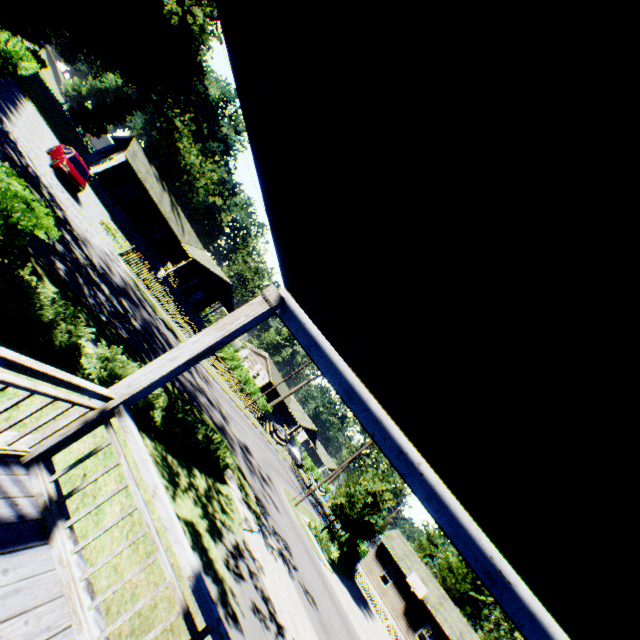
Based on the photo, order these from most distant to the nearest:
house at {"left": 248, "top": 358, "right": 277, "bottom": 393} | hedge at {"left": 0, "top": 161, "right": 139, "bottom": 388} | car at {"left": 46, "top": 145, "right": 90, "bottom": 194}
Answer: house at {"left": 248, "top": 358, "right": 277, "bottom": 393}, car at {"left": 46, "top": 145, "right": 90, "bottom": 194}, hedge at {"left": 0, "top": 161, "right": 139, "bottom": 388}

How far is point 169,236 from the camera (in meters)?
38.00

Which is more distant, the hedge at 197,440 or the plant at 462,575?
the plant at 462,575

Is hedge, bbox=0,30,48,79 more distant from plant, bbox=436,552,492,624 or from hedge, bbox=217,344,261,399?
hedge, bbox=217,344,261,399

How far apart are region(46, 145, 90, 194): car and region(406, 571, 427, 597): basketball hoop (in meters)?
41.46

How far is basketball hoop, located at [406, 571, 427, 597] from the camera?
29.50m

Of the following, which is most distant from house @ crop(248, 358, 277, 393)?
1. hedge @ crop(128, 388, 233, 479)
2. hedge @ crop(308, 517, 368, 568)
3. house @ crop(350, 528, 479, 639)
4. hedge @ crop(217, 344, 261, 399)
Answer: hedge @ crop(128, 388, 233, 479)

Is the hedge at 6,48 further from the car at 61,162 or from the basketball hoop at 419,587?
the basketball hoop at 419,587
